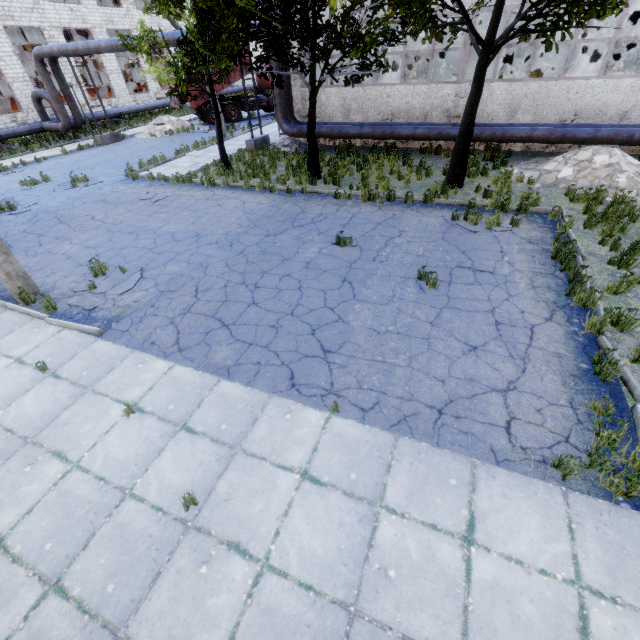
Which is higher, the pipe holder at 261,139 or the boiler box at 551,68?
the boiler box at 551,68

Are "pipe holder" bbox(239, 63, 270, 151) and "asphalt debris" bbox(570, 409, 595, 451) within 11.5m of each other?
no

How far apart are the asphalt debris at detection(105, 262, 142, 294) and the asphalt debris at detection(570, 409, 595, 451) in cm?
819

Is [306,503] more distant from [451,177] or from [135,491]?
[451,177]

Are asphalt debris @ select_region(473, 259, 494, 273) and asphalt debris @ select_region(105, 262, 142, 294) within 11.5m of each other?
yes

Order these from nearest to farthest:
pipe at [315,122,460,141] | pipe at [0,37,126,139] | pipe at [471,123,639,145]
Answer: pipe at [471,123,639,145]
pipe at [315,122,460,141]
pipe at [0,37,126,139]

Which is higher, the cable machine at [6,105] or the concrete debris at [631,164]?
the cable machine at [6,105]
